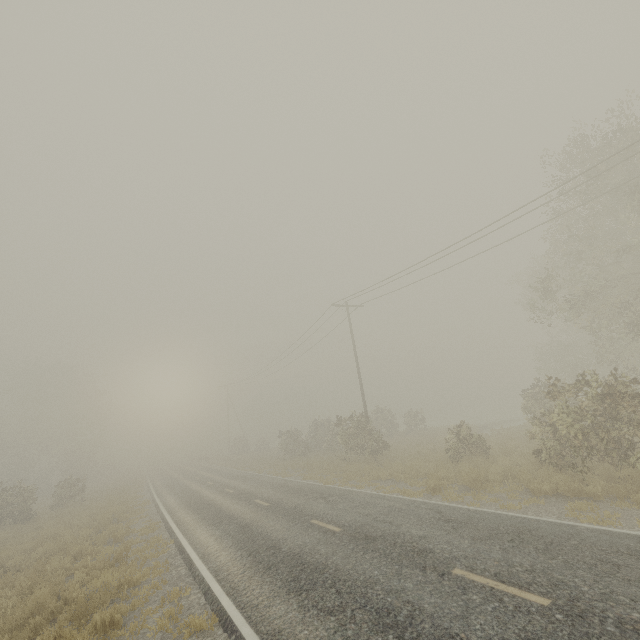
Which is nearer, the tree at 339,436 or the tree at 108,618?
the tree at 108,618

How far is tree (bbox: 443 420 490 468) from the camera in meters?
16.1 m

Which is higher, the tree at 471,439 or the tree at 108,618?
the tree at 471,439

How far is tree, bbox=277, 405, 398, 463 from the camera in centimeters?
2286cm

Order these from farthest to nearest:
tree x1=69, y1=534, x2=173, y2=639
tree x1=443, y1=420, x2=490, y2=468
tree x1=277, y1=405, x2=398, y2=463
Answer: tree x1=277, y1=405, x2=398, y2=463 → tree x1=443, y1=420, x2=490, y2=468 → tree x1=69, y1=534, x2=173, y2=639

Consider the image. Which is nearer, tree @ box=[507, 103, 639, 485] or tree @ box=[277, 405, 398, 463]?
tree @ box=[507, 103, 639, 485]

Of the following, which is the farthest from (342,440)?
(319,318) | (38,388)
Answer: (38,388)
